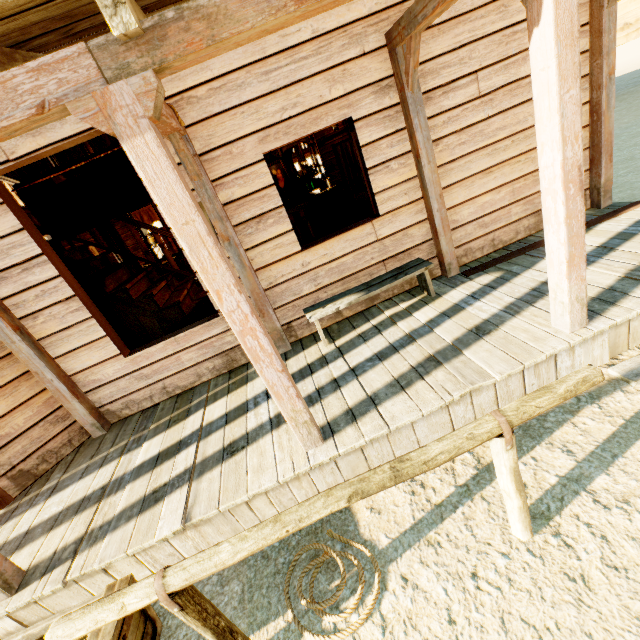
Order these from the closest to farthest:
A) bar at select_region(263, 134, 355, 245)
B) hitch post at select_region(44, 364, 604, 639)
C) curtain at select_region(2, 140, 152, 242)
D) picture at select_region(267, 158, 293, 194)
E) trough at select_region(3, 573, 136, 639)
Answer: hitch post at select_region(44, 364, 604, 639) < trough at select_region(3, 573, 136, 639) < curtain at select_region(2, 140, 152, 242) < bar at select_region(263, 134, 355, 245) < picture at select_region(267, 158, 293, 194)

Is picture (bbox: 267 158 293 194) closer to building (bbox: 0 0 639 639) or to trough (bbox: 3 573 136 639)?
building (bbox: 0 0 639 639)

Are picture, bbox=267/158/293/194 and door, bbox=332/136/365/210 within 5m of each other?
yes

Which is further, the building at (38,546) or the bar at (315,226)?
Result: the bar at (315,226)

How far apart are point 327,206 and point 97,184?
6.3 meters

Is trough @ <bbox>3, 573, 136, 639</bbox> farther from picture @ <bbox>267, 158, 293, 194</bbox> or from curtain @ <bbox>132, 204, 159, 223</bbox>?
curtain @ <bbox>132, 204, 159, 223</bbox>

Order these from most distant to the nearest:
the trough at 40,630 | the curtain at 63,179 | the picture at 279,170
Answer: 1. the picture at 279,170
2. the curtain at 63,179
3. the trough at 40,630

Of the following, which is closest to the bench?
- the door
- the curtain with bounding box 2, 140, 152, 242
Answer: the curtain with bounding box 2, 140, 152, 242
